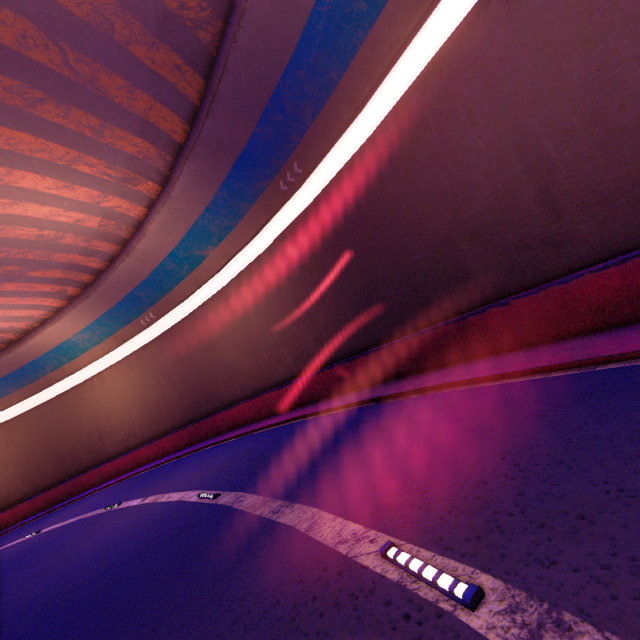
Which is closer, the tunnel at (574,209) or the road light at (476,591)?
the road light at (476,591)

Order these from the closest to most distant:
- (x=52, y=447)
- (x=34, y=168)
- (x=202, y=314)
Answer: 1. (x=34, y=168)
2. (x=202, y=314)
3. (x=52, y=447)

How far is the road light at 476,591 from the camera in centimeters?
256cm

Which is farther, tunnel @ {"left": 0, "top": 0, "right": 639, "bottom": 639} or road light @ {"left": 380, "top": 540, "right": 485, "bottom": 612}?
tunnel @ {"left": 0, "top": 0, "right": 639, "bottom": 639}

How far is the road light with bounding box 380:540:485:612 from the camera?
2.6 meters
